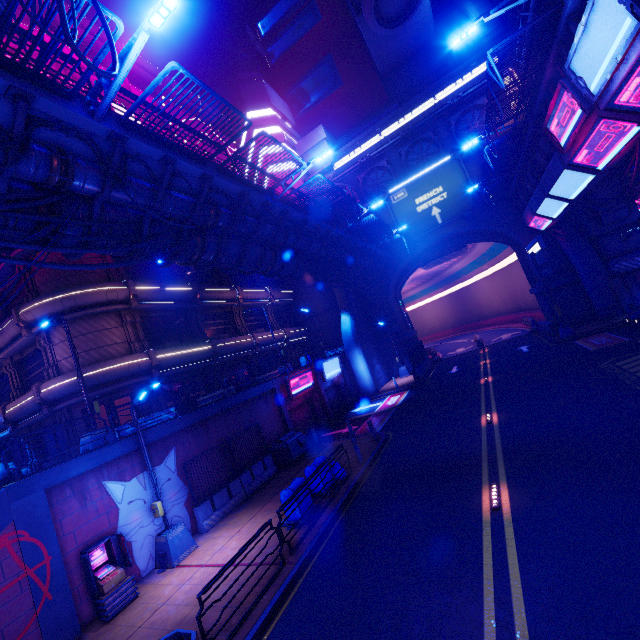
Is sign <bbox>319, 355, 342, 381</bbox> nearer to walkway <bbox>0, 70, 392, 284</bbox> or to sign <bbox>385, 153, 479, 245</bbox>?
walkway <bbox>0, 70, 392, 284</bbox>

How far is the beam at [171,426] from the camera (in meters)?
12.85

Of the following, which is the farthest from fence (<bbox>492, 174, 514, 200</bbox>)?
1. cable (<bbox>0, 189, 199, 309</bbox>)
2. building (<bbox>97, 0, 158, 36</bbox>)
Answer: cable (<bbox>0, 189, 199, 309</bbox>)

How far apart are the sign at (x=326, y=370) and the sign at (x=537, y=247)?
16.51m

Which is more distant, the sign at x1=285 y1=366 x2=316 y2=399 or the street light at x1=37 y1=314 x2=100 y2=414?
the sign at x1=285 y1=366 x2=316 y2=399

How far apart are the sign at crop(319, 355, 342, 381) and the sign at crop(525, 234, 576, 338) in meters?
16.5

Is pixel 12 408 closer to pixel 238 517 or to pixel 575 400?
pixel 238 517

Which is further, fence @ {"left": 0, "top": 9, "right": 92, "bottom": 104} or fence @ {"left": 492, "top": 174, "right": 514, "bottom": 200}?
fence @ {"left": 492, "top": 174, "right": 514, "bottom": 200}
